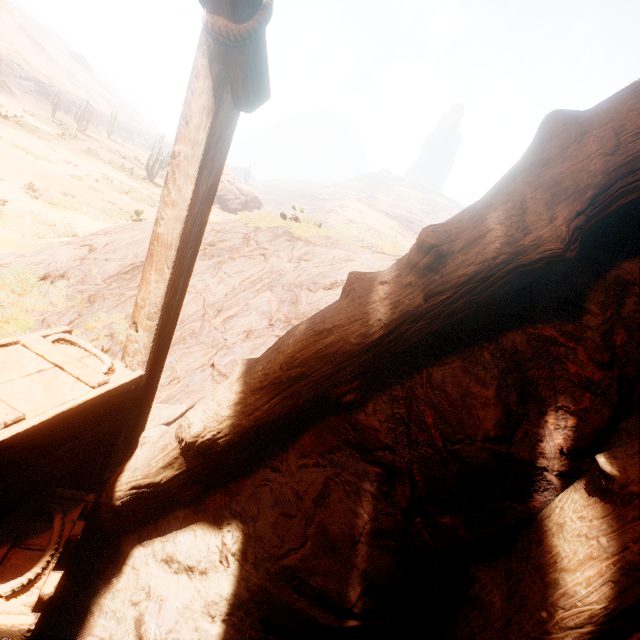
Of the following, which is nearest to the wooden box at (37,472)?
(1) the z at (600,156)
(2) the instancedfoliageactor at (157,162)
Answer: (1) the z at (600,156)

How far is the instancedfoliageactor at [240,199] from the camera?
34.0 meters

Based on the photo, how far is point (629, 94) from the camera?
1.1 meters

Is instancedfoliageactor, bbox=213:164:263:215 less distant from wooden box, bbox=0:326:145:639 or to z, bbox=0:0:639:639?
z, bbox=0:0:639:639

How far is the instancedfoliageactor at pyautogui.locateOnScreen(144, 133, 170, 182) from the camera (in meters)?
24.84

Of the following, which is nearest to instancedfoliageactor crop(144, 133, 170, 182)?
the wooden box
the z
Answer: the z
